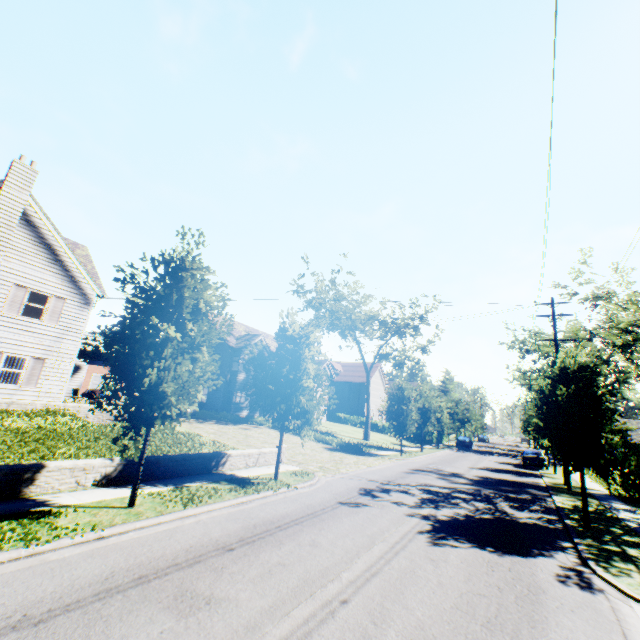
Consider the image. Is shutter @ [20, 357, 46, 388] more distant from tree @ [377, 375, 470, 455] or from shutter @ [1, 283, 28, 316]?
tree @ [377, 375, 470, 455]

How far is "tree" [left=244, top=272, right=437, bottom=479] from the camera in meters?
13.0

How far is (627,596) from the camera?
6.59m

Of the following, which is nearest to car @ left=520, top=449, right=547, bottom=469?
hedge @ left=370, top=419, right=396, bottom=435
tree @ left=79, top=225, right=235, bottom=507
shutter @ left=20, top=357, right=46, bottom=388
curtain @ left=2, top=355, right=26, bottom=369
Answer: tree @ left=79, top=225, right=235, bottom=507

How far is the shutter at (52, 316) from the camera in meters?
17.7

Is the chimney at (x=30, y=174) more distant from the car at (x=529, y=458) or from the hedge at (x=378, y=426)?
Answer: the hedge at (x=378, y=426)

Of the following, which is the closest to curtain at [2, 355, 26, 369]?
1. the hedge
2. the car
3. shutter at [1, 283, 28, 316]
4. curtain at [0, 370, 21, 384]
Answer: curtain at [0, 370, 21, 384]
